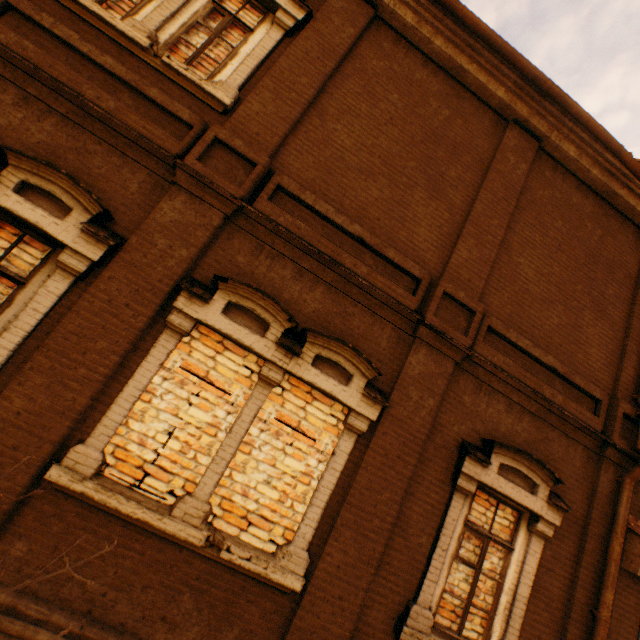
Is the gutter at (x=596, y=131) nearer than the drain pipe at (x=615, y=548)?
No

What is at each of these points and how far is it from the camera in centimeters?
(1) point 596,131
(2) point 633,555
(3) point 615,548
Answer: (1) gutter, 592cm
(2) awning, 519cm
(3) drain pipe, 495cm

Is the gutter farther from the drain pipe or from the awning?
the awning

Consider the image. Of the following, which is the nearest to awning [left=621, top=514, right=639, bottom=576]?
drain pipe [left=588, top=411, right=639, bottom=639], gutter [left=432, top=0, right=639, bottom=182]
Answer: drain pipe [left=588, top=411, right=639, bottom=639]

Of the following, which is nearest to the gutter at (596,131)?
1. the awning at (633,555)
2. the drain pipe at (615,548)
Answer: the drain pipe at (615,548)

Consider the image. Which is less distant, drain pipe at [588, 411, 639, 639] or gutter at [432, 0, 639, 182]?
drain pipe at [588, 411, 639, 639]
